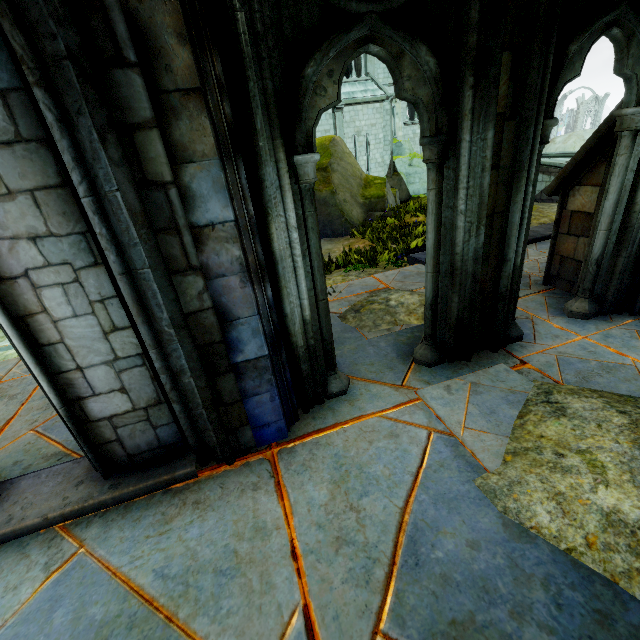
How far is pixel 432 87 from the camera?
2.4m

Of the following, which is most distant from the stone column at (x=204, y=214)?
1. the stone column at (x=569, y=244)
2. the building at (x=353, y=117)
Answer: the building at (x=353, y=117)

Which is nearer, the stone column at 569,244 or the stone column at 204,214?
the stone column at 204,214

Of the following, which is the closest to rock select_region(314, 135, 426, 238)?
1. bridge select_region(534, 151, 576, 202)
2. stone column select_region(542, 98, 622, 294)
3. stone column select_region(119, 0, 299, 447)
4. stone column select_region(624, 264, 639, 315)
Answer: bridge select_region(534, 151, 576, 202)

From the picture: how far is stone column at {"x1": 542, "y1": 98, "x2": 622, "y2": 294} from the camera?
3.8 meters

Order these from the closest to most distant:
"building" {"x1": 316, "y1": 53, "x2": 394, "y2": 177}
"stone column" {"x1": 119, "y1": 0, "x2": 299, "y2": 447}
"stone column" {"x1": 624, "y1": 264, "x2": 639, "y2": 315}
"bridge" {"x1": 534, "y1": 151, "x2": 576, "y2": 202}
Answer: "stone column" {"x1": 119, "y1": 0, "x2": 299, "y2": 447} → "stone column" {"x1": 624, "y1": 264, "x2": 639, "y2": 315} → "bridge" {"x1": 534, "y1": 151, "x2": 576, "y2": 202} → "building" {"x1": 316, "y1": 53, "x2": 394, "y2": 177}

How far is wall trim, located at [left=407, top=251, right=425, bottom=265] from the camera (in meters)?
6.46

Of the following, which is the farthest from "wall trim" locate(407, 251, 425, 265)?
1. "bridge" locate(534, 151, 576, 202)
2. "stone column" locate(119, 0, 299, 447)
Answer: "bridge" locate(534, 151, 576, 202)
